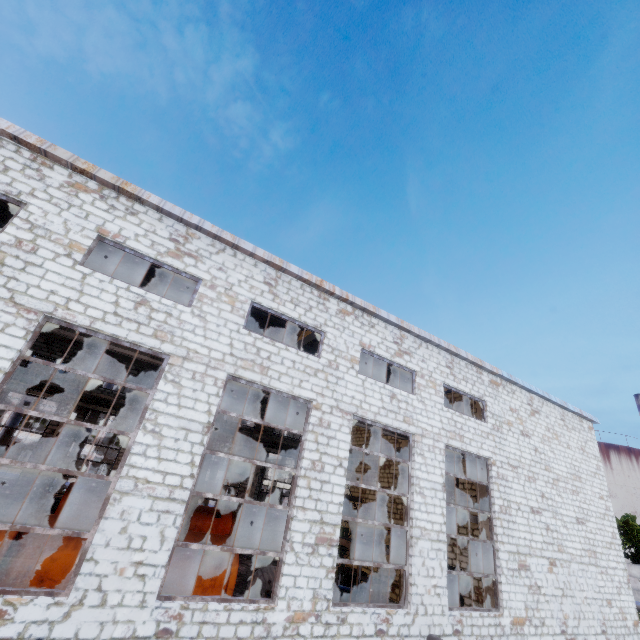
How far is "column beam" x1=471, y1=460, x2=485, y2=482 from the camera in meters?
14.2

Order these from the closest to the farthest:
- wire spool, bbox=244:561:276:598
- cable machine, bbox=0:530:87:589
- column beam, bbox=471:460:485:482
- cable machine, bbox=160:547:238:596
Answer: cable machine, bbox=0:530:87:589 → cable machine, bbox=160:547:238:596 → wire spool, bbox=244:561:276:598 → column beam, bbox=471:460:485:482

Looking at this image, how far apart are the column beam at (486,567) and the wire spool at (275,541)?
13.5 meters

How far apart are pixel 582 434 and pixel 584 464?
1.79m

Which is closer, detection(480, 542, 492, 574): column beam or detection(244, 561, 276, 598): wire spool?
detection(244, 561, 276, 598): wire spool

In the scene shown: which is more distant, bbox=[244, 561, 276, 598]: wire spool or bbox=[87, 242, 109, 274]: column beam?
bbox=[87, 242, 109, 274]: column beam

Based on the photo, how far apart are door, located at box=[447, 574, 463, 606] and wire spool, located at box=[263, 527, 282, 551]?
11.3 meters

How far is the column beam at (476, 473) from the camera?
14.24m
